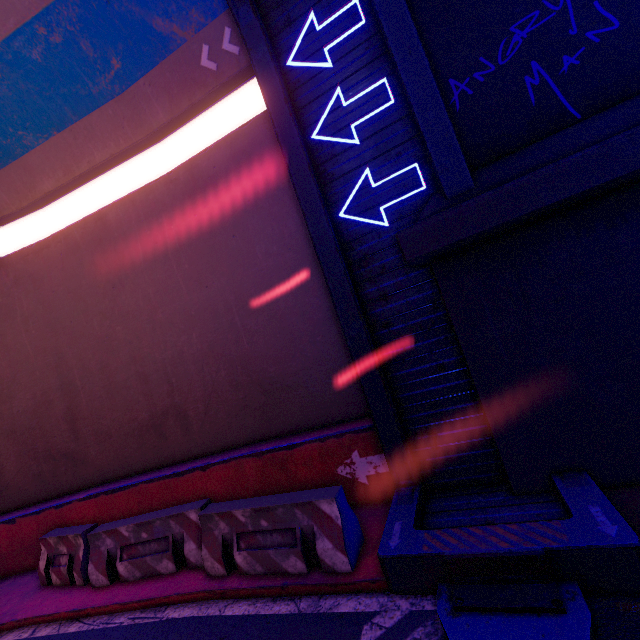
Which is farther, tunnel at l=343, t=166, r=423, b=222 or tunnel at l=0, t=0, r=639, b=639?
tunnel at l=343, t=166, r=423, b=222

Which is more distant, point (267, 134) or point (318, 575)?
point (267, 134)

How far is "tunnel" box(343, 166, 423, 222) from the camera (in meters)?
4.94

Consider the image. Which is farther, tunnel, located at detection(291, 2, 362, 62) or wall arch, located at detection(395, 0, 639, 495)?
tunnel, located at detection(291, 2, 362, 62)

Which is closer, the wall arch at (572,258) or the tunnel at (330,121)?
the wall arch at (572,258)
